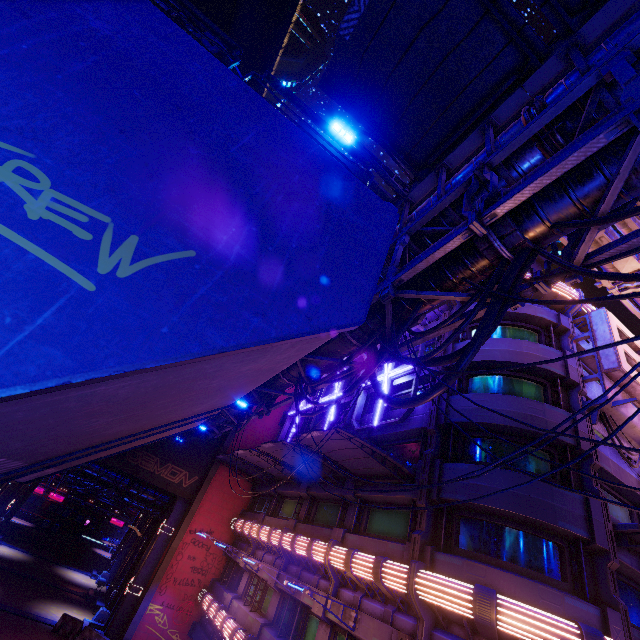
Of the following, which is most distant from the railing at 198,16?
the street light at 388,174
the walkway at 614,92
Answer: the walkway at 614,92

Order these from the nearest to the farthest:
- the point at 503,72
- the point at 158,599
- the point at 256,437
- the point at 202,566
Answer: the point at 503,72
the point at 158,599
the point at 202,566
the point at 256,437

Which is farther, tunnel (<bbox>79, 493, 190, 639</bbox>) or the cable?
tunnel (<bbox>79, 493, 190, 639</bbox>)

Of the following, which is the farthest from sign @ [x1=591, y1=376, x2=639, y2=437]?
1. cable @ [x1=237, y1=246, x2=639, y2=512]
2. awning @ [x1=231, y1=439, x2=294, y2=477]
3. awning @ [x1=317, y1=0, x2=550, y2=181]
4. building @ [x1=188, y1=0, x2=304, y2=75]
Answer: building @ [x1=188, y1=0, x2=304, y2=75]

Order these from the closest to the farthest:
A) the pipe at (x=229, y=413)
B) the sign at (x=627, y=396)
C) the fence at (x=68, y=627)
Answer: the sign at (x=627, y=396) → the pipe at (x=229, y=413) → the fence at (x=68, y=627)

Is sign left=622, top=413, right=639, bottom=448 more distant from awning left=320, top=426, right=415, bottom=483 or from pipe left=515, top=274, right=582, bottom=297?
awning left=320, top=426, right=415, bottom=483

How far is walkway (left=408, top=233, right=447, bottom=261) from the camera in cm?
948

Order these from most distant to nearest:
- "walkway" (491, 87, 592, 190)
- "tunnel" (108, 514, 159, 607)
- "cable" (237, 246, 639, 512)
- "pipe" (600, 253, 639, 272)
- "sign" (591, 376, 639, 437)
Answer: "tunnel" (108, 514, 159, 607), "pipe" (600, 253, 639, 272), "sign" (591, 376, 639, 437), "walkway" (491, 87, 592, 190), "cable" (237, 246, 639, 512)
